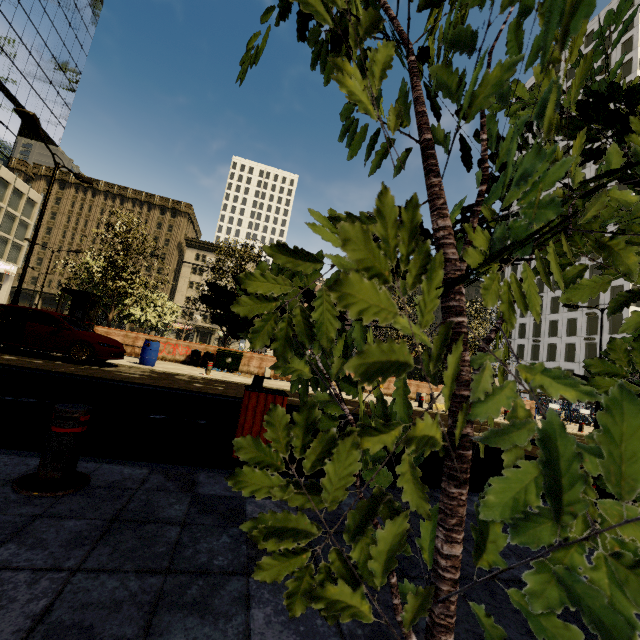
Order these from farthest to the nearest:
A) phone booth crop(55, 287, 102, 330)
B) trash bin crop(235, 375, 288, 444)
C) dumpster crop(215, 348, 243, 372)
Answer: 1. dumpster crop(215, 348, 243, 372)
2. phone booth crop(55, 287, 102, 330)
3. trash bin crop(235, 375, 288, 444)

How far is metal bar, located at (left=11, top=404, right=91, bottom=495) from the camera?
2.2m

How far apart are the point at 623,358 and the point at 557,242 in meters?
0.5

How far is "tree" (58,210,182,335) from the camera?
17.30m

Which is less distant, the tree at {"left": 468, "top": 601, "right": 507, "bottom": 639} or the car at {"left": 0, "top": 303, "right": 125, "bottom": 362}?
the tree at {"left": 468, "top": 601, "right": 507, "bottom": 639}

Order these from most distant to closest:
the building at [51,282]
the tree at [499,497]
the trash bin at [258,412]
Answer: the building at [51,282], the trash bin at [258,412], the tree at [499,497]

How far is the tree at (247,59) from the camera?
1.17m
